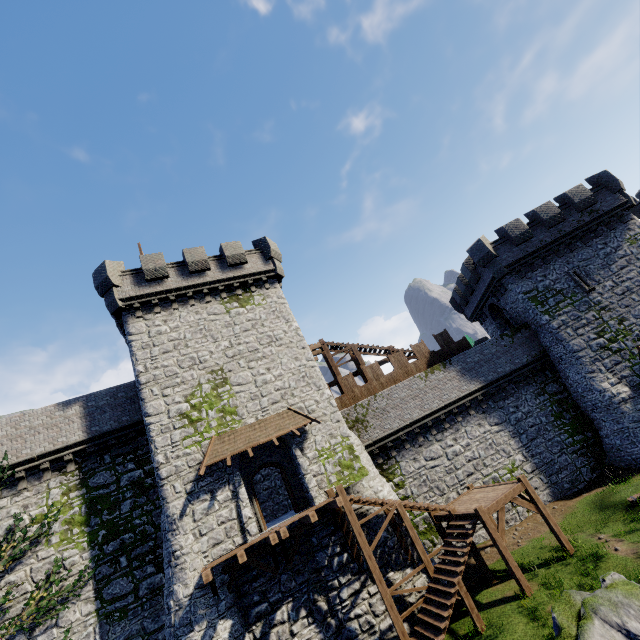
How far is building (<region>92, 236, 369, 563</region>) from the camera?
15.1 meters

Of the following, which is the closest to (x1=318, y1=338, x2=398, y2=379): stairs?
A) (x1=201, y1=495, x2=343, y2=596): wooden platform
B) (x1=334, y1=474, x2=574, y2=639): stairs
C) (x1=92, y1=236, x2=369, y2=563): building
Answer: (x1=92, y1=236, x2=369, y2=563): building

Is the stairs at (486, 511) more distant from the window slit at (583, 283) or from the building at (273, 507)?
the window slit at (583, 283)

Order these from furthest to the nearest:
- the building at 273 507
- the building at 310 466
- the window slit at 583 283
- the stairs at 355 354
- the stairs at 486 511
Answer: the stairs at 355 354
the window slit at 583 283
the building at 273 507
the building at 310 466
the stairs at 486 511

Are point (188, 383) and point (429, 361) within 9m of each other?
no

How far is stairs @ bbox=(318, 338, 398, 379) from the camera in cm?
2397

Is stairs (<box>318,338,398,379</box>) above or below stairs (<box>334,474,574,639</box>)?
above

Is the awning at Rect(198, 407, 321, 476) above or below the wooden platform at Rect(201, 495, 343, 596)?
above
